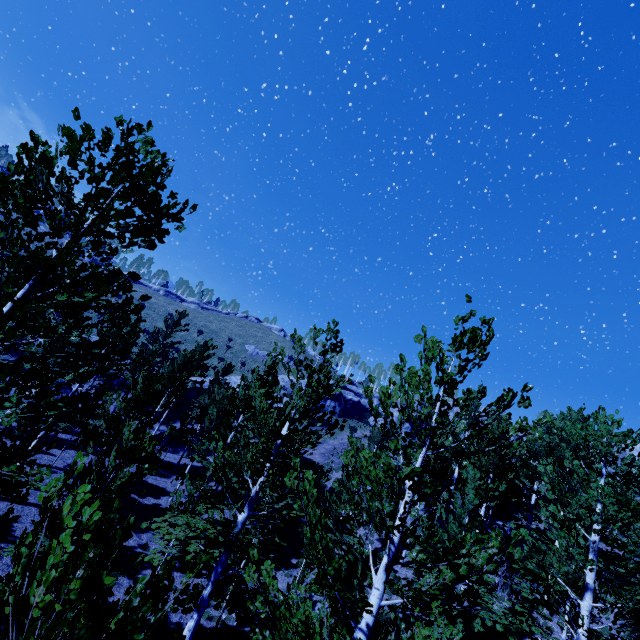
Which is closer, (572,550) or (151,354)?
(572,550)
